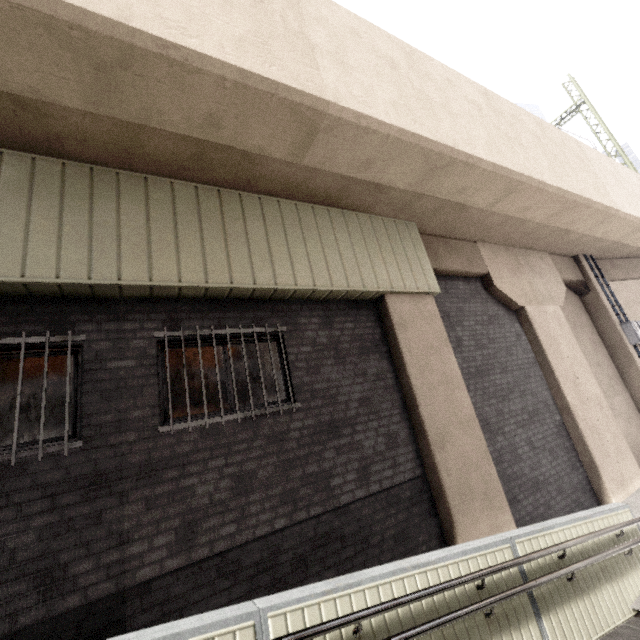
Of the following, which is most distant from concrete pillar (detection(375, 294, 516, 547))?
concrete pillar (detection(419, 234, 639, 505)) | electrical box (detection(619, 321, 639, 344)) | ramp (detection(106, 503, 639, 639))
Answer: electrical box (detection(619, 321, 639, 344))

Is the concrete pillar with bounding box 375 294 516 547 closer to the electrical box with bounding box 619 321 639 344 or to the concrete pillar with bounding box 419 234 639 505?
the concrete pillar with bounding box 419 234 639 505

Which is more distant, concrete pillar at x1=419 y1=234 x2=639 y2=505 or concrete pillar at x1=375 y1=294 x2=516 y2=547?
concrete pillar at x1=419 y1=234 x2=639 y2=505

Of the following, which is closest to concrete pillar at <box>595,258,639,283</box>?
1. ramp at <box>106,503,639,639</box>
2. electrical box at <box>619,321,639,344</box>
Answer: electrical box at <box>619,321,639,344</box>

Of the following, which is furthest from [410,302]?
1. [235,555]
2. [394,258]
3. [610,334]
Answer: [610,334]

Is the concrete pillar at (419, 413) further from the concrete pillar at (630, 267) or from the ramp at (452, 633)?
the ramp at (452, 633)
